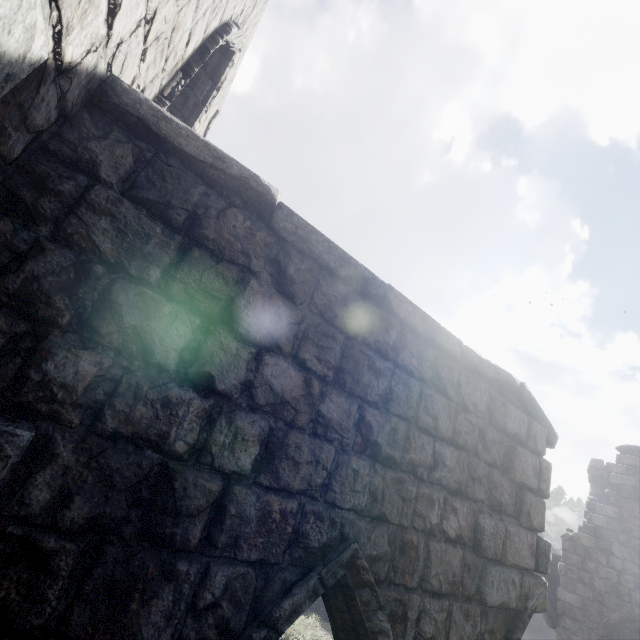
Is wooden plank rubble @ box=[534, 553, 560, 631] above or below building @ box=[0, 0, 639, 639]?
below

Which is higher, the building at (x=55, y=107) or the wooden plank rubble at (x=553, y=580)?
the building at (x=55, y=107)

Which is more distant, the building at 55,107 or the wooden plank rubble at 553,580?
the wooden plank rubble at 553,580

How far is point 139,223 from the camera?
1.91m

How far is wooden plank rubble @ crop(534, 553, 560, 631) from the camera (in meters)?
12.17

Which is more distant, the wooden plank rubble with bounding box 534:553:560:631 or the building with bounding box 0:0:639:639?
the wooden plank rubble with bounding box 534:553:560:631
